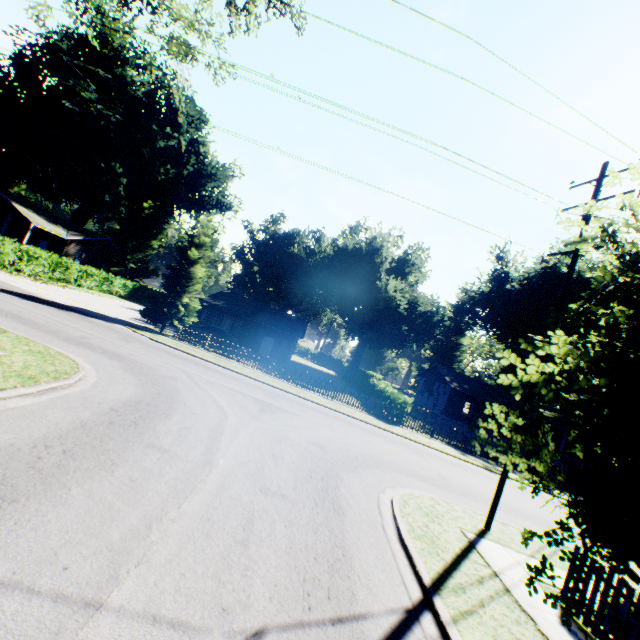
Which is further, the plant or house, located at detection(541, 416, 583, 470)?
house, located at detection(541, 416, 583, 470)

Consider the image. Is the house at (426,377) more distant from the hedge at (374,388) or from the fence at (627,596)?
the fence at (627,596)

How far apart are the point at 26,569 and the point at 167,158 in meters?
54.3 m

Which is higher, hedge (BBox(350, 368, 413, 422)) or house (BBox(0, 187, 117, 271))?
house (BBox(0, 187, 117, 271))

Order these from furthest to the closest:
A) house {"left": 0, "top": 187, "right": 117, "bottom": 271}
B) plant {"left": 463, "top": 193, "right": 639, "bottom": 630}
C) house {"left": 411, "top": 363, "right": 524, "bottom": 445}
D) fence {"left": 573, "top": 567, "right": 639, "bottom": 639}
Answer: house {"left": 411, "top": 363, "right": 524, "bottom": 445} < house {"left": 0, "top": 187, "right": 117, "bottom": 271} < fence {"left": 573, "top": 567, "right": 639, "bottom": 639} < plant {"left": 463, "top": 193, "right": 639, "bottom": 630}

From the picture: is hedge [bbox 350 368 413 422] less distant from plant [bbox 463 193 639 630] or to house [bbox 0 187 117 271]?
plant [bbox 463 193 639 630]

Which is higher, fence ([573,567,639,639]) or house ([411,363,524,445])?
house ([411,363,524,445])

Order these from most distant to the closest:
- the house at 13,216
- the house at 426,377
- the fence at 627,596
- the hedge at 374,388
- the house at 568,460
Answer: the house at 426,377, the house at 13,216, the house at 568,460, the hedge at 374,388, the fence at 627,596
